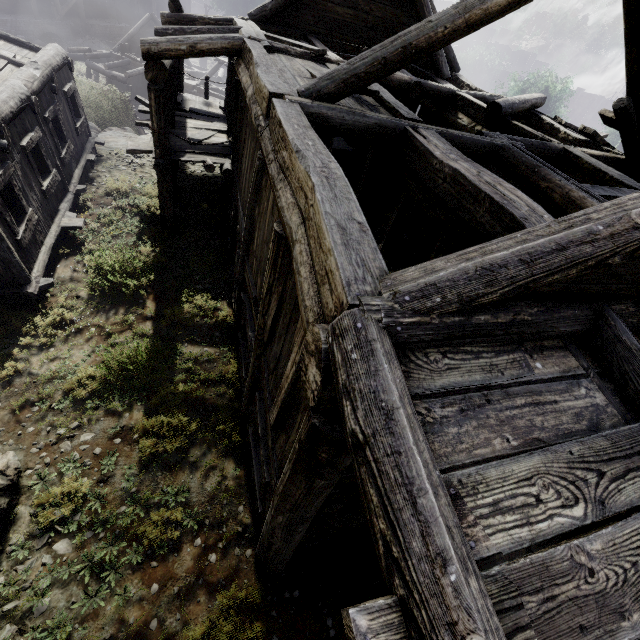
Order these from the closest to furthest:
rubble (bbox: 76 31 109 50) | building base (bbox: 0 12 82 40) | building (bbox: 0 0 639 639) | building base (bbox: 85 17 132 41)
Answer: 1. building (bbox: 0 0 639 639)
2. building base (bbox: 0 12 82 40)
3. rubble (bbox: 76 31 109 50)
4. building base (bbox: 85 17 132 41)

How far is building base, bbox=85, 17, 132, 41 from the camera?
34.4m

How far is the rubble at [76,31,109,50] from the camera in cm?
3328

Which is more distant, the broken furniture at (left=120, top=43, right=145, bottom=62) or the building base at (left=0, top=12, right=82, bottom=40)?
the building base at (left=0, top=12, right=82, bottom=40)

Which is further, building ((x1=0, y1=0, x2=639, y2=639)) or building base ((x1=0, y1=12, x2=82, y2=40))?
building base ((x1=0, y1=12, x2=82, y2=40))

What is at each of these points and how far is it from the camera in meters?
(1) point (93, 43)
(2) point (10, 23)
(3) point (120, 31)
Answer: (1) rubble, 33.9 m
(2) building base, 28.5 m
(3) building base, 36.5 m

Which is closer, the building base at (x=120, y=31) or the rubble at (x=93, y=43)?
the rubble at (x=93, y=43)

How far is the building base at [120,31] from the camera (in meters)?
34.41
